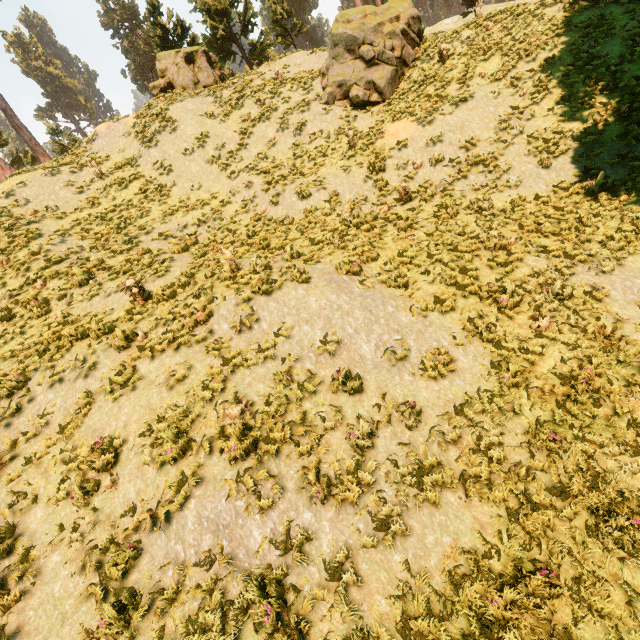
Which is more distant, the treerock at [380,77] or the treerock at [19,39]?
the treerock at [19,39]

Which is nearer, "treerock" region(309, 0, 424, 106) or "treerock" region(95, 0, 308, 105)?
"treerock" region(309, 0, 424, 106)

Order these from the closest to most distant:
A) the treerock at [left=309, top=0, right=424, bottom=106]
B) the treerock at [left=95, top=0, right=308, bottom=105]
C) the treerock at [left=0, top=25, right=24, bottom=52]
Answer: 1. the treerock at [left=309, top=0, right=424, bottom=106]
2. the treerock at [left=95, top=0, right=308, bottom=105]
3. the treerock at [left=0, top=25, right=24, bottom=52]

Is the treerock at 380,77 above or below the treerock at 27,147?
below

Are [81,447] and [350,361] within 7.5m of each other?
yes
